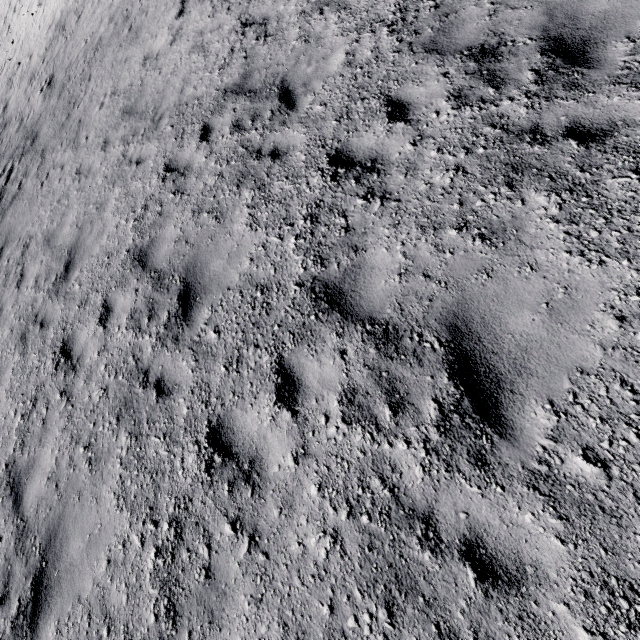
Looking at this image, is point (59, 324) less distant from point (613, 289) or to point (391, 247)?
point (391, 247)
